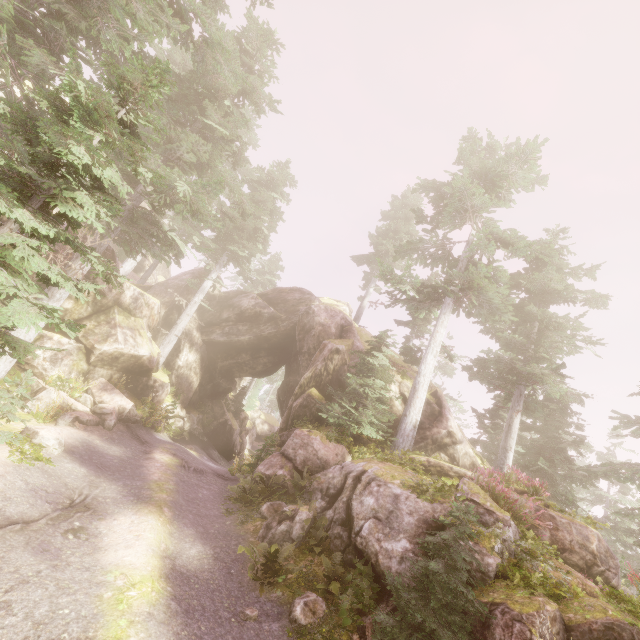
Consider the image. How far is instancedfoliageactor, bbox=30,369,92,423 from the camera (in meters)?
12.66

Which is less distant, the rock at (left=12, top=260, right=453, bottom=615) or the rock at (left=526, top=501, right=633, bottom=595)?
the rock at (left=12, top=260, right=453, bottom=615)

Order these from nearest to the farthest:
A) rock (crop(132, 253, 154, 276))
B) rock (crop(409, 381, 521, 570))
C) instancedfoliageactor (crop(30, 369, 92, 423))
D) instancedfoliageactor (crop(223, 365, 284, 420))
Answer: rock (crop(409, 381, 521, 570)), instancedfoliageactor (crop(30, 369, 92, 423)), instancedfoliageactor (crop(223, 365, 284, 420)), rock (crop(132, 253, 154, 276))

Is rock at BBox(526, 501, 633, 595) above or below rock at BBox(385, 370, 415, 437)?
below

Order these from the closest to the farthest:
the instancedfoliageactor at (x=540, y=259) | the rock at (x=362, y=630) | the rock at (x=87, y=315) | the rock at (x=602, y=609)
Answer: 1. the rock at (x=602, y=609)
2. the instancedfoliageactor at (x=540, y=259)
3. the rock at (x=362, y=630)
4. the rock at (x=87, y=315)

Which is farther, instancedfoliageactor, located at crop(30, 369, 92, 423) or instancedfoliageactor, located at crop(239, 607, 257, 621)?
instancedfoliageactor, located at crop(30, 369, 92, 423)

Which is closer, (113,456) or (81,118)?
(81,118)

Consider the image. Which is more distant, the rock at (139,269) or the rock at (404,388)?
the rock at (139,269)
